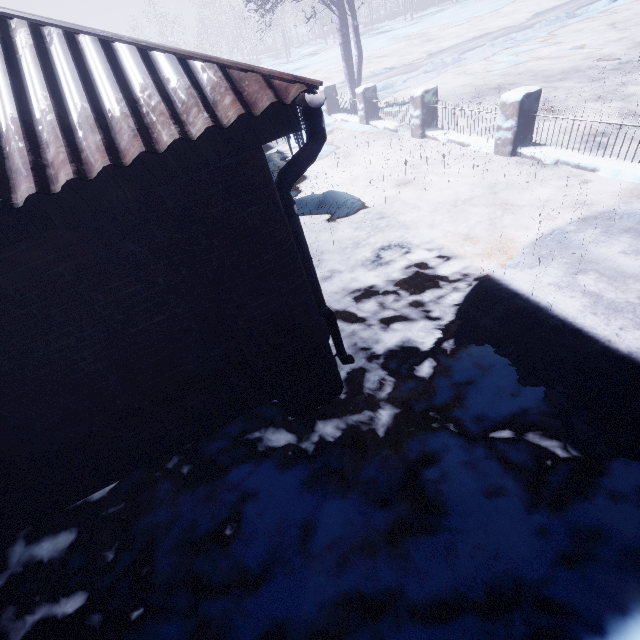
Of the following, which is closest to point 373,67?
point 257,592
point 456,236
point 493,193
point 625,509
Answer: point 493,193

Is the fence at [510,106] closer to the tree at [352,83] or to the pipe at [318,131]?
the tree at [352,83]

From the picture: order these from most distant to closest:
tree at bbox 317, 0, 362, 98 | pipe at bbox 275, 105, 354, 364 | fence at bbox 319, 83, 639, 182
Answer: tree at bbox 317, 0, 362, 98, fence at bbox 319, 83, 639, 182, pipe at bbox 275, 105, 354, 364

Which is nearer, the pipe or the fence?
the pipe

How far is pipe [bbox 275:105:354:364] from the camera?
1.7 meters

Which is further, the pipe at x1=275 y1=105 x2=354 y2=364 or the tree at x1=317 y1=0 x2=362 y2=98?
the tree at x1=317 y1=0 x2=362 y2=98

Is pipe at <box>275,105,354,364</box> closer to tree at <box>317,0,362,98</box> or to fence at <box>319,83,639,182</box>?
fence at <box>319,83,639,182</box>
